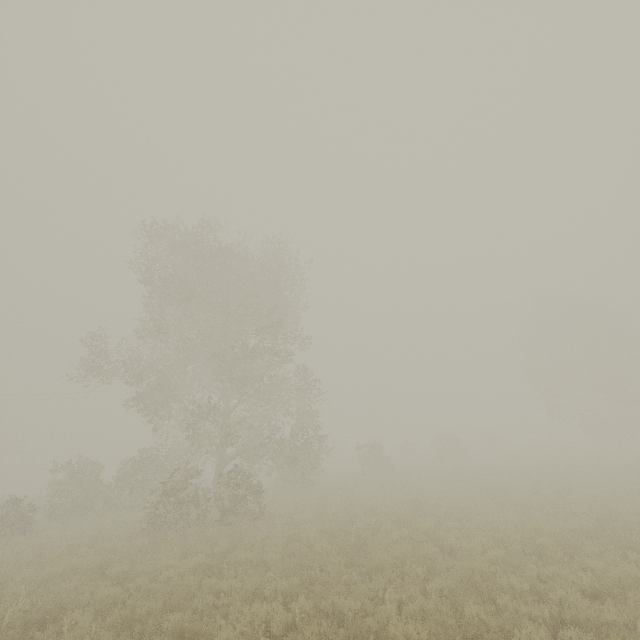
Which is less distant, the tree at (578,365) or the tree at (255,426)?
the tree at (255,426)

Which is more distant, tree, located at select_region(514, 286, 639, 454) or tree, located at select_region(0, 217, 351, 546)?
tree, located at select_region(514, 286, 639, 454)

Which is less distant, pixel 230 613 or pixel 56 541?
pixel 230 613
